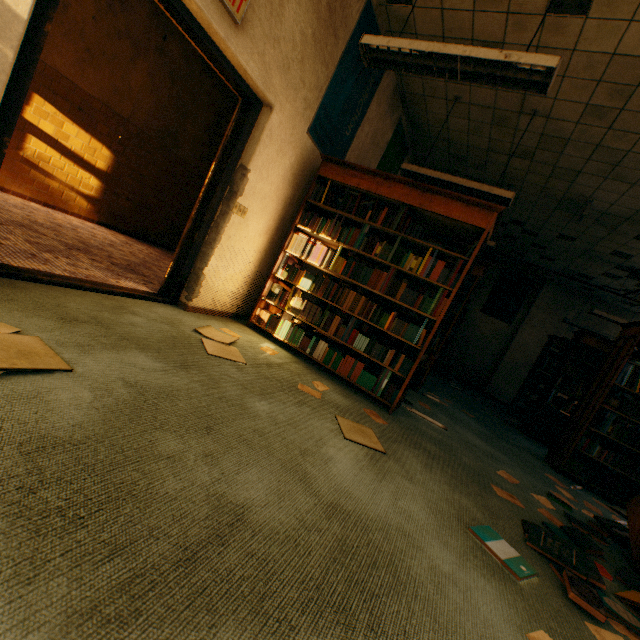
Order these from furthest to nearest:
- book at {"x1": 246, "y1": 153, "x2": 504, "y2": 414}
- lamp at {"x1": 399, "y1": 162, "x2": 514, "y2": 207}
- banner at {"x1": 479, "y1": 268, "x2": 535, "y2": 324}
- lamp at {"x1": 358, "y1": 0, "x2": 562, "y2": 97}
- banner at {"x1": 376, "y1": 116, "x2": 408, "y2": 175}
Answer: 1. banner at {"x1": 479, "y1": 268, "x2": 535, "y2": 324}
2. banner at {"x1": 376, "y1": 116, "x2": 408, "y2": 175}
3. lamp at {"x1": 399, "y1": 162, "x2": 514, "y2": 207}
4. book at {"x1": 246, "y1": 153, "x2": 504, "y2": 414}
5. lamp at {"x1": 358, "y1": 0, "x2": 562, "y2": 97}

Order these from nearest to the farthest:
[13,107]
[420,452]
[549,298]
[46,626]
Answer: [46,626], [13,107], [420,452], [549,298]

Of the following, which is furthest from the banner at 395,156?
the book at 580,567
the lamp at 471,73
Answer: the book at 580,567

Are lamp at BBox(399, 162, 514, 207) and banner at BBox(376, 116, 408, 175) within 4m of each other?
yes

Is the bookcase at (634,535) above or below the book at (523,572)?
above

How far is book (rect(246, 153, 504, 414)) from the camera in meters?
3.2 m

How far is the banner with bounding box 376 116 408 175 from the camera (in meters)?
5.38

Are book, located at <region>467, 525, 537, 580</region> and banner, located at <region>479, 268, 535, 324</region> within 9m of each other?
no
